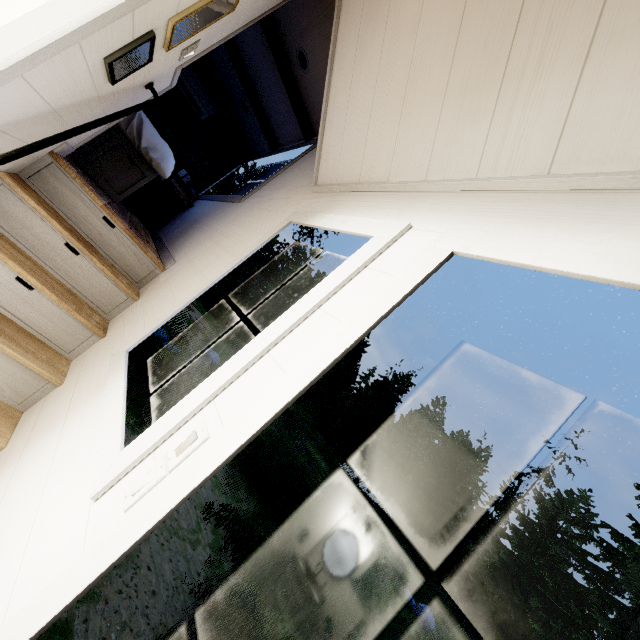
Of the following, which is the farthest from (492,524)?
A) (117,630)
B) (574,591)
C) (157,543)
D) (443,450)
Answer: (117,630)

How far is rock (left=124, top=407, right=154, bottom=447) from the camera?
5.80m

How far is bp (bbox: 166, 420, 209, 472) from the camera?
0.9 meters

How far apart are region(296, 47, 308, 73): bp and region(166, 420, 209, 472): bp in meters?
3.6

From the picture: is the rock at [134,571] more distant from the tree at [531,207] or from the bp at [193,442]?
the bp at [193,442]

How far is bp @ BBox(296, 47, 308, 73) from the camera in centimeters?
307cm

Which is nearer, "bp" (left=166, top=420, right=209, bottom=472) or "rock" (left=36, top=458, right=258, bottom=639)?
"bp" (left=166, top=420, right=209, bottom=472)

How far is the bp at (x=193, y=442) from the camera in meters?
0.9
